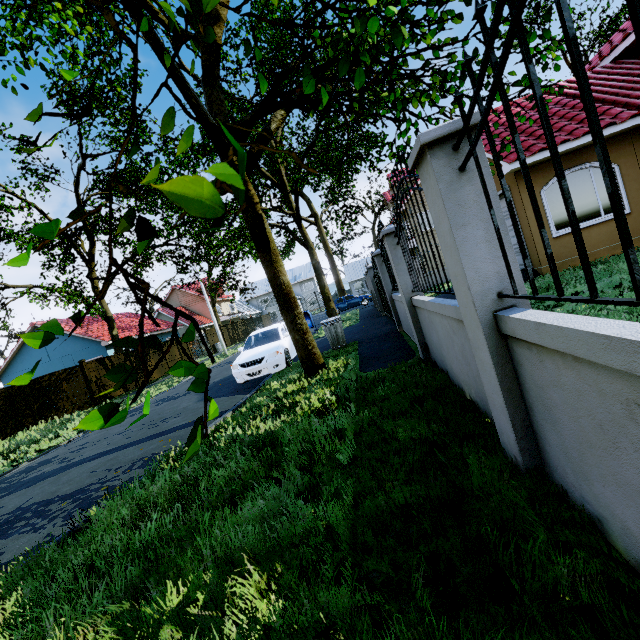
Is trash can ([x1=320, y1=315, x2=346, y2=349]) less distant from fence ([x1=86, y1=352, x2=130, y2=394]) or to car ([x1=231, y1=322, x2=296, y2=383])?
car ([x1=231, y1=322, x2=296, y2=383])

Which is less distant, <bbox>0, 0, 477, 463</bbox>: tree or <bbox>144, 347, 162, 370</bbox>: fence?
<bbox>0, 0, 477, 463</bbox>: tree

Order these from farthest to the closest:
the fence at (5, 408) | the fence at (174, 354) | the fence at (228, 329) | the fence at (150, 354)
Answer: the fence at (228, 329) → the fence at (174, 354) → the fence at (150, 354) → the fence at (5, 408)

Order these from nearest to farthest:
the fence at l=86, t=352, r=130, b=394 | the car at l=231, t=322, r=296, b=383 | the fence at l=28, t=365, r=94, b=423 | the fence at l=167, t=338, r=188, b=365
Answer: the car at l=231, t=322, r=296, b=383 < the fence at l=28, t=365, r=94, b=423 < the fence at l=86, t=352, r=130, b=394 < the fence at l=167, t=338, r=188, b=365

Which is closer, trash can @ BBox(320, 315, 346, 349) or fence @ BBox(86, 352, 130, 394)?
trash can @ BBox(320, 315, 346, 349)

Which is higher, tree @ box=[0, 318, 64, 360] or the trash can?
tree @ box=[0, 318, 64, 360]

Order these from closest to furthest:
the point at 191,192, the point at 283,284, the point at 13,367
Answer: the point at 191,192
the point at 283,284
the point at 13,367

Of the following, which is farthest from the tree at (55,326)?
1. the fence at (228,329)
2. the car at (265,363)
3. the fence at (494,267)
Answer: the car at (265,363)
